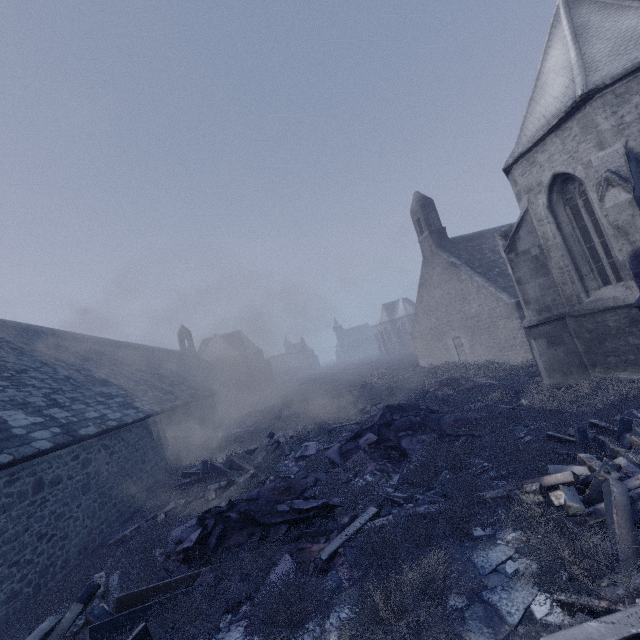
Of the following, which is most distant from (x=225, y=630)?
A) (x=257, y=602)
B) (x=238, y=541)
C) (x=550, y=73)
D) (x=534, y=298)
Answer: (x=550, y=73)

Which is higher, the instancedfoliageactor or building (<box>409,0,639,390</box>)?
building (<box>409,0,639,390</box>)

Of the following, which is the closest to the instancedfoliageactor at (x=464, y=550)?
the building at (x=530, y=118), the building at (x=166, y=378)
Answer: the building at (x=166, y=378)

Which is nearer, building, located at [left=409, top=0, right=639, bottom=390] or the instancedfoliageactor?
the instancedfoliageactor

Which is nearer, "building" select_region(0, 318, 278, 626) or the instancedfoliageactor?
the instancedfoliageactor

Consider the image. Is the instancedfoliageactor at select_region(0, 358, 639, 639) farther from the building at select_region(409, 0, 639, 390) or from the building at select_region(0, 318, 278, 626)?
the building at select_region(409, 0, 639, 390)

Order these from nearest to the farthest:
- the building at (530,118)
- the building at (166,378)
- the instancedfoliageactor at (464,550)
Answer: the instancedfoliageactor at (464,550) < the building at (166,378) < the building at (530,118)
